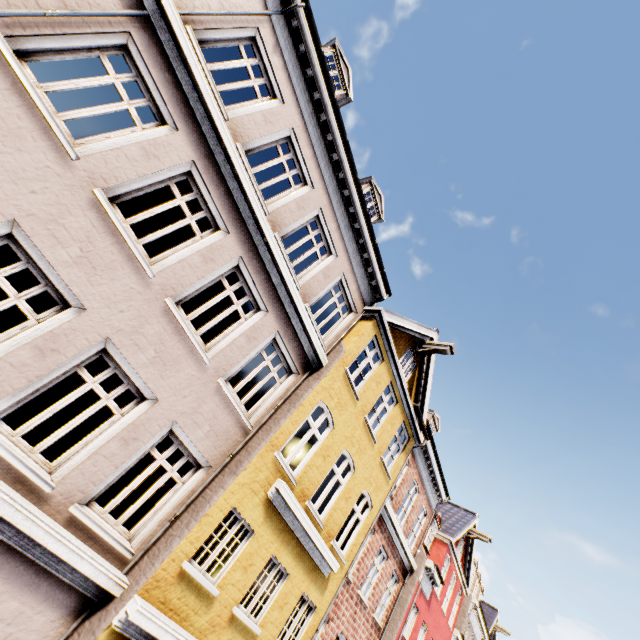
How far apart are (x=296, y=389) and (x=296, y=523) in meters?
3.3
